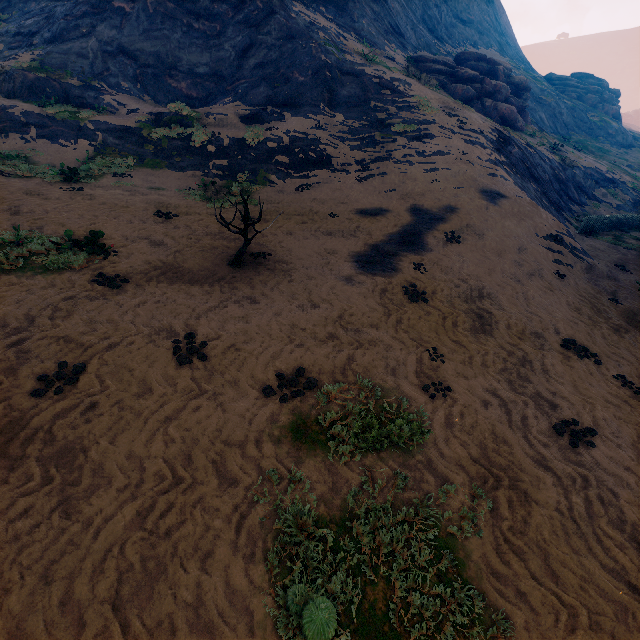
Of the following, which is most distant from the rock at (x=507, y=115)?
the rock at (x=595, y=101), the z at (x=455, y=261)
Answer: the rock at (x=595, y=101)

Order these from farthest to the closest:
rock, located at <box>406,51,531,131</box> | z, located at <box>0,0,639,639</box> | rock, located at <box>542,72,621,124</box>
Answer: rock, located at <box>542,72,621,124</box> → rock, located at <box>406,51,531,131</box> → z, located at <box>0,0,639,639</box>

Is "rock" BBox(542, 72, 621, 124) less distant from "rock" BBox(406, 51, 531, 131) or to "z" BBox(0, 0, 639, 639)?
"z" BBox(0, 0, 639, 639)

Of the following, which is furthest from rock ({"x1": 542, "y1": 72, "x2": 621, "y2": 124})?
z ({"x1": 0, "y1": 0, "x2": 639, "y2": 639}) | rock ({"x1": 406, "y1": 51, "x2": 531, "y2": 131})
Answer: rock ({"x1": 406, "y1": 51, "x2": 531, "y2": 131})

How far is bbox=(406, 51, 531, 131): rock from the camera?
26.11m

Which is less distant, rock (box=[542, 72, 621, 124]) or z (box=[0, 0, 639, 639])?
z (box=[0, 0, 639, 639])

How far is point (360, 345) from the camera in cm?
650

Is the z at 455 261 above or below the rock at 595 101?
below
